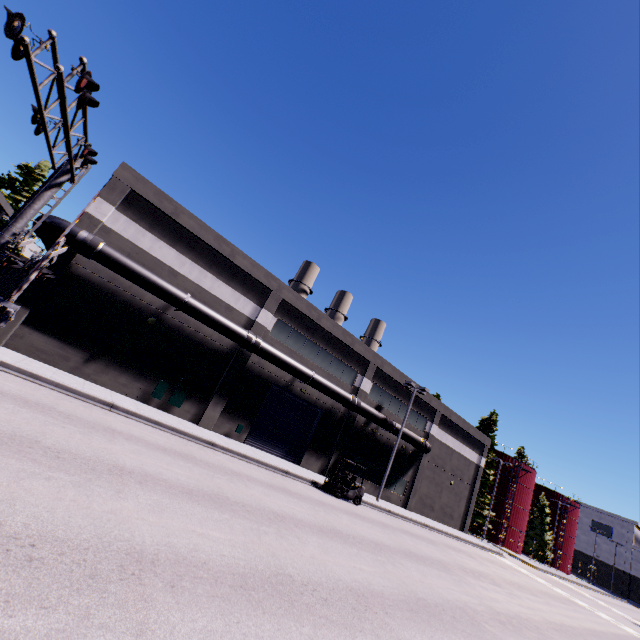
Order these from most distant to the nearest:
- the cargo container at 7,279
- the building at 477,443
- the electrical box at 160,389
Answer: the building at 477,443 → the cargo container at 7,279 → the electrical box at 160,389

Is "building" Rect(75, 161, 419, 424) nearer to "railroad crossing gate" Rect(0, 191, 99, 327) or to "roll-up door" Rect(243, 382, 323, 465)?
"roll-up door" Rect(243, 382, 323, 465)

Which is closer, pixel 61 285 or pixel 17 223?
pixel 17 223

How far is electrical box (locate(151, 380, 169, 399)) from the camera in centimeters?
1822cm

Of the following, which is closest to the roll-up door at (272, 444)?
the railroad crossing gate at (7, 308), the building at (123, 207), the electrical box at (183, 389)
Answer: the building at (123, 207)

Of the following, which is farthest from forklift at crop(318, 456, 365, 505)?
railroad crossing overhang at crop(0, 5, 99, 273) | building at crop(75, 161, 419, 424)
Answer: railroad crossing overhang at crop(0, 5, 99, 273)

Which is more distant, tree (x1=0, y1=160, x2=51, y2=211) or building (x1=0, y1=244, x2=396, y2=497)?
tree (x1=0, y1=160, x2=51, y2=211)

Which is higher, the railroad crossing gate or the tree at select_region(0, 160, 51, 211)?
the tree at select_region(0, 160, 51, 211)
